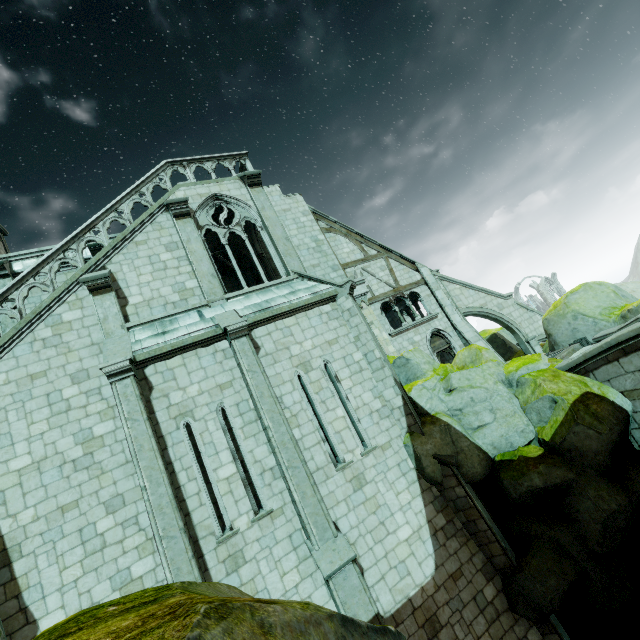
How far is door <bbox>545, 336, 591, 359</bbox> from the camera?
11.8m

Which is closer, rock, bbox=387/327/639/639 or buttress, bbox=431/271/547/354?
rock, bbox=387/327/639/639

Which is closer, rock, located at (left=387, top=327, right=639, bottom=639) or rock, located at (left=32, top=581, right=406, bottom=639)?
rock, located at (left=32, top=581, right=406, bottom=639)

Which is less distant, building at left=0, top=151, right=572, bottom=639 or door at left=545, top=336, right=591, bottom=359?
building at left=0, top=151, right=572, bottom=639

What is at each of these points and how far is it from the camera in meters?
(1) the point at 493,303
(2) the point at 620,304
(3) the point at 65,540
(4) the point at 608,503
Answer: (1) buttress, 19.3 m
(2) rock, 12.4 m
(3) building, 7.8 m
(4) rock, 7.7 m

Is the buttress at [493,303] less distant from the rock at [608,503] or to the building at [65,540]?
the building at [65,540]

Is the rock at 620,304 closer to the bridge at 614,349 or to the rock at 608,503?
the bridge at 614,349

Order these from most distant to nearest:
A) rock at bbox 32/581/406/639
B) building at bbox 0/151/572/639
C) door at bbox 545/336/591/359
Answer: door at bbox 545/336/591/359, building at bbox 0/151/572/639, rock at bbox 32/581/406/639
